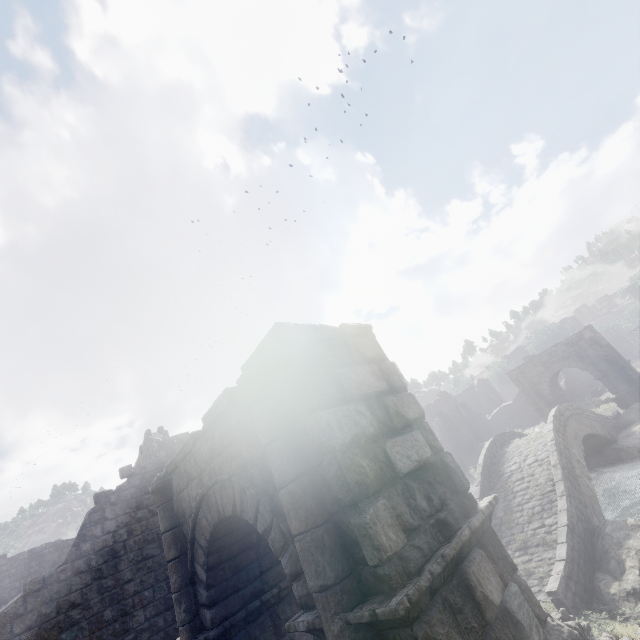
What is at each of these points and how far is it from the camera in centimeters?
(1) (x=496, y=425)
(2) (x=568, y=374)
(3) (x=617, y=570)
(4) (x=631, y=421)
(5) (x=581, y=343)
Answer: (1) building, 4134cm
(2) building, 4484cm
(3) rock, 886cm
(4) rock, 2005cm
(5) stone arch, 2623cm

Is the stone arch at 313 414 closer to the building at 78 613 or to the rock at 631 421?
the rock at 631 421

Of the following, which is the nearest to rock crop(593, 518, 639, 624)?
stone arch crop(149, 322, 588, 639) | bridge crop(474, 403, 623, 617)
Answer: bridge crop(474, 403, 623, 617)

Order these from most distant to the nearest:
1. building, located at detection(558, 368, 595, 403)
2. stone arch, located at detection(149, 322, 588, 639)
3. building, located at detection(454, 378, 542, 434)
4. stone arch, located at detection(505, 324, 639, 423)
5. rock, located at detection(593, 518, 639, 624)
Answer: building, located at detection(454, 378, 542, 434), building, located at detection(558, 368, 595, 403), stone arch, located at detection(505, 324, 639, 423), rock, located at detection(593, 518, 639, 624), stone arch, located at detection(149, 322, 588, 639)

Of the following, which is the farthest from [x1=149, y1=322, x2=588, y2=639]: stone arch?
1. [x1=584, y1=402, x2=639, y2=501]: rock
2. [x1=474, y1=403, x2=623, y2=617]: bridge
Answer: Result: [x1=474, y1=403, x2=623, y2=617]: bridge

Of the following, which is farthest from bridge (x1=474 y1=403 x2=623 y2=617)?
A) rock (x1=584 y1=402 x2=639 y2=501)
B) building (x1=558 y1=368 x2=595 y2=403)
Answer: building (x1=558 y1=368 x2=595 y2=403)

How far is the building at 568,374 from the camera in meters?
38.4

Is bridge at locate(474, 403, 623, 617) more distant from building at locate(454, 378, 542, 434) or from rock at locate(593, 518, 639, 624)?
building at locate(454, 378, 542, 434)
